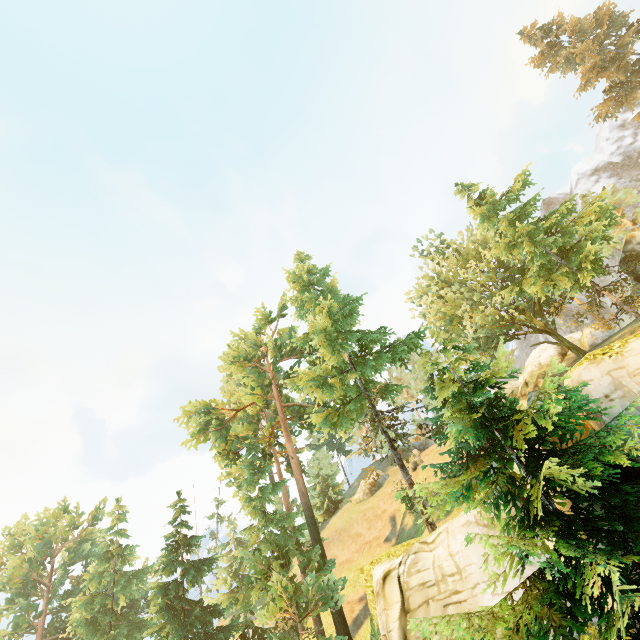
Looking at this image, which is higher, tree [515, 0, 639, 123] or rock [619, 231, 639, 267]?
tree [515, 0, 639, 123]

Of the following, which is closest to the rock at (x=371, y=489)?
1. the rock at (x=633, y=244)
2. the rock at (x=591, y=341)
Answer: the rock at (x=591, y=341)

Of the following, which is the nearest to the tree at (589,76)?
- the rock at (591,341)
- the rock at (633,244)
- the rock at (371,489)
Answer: the rock at (633,244)

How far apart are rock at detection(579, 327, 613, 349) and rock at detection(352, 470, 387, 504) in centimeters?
2701cm

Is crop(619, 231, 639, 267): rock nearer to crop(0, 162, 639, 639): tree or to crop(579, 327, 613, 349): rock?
crop(0, 162, 639, 639): tree

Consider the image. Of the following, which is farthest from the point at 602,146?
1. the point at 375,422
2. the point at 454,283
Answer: the point at 375,422

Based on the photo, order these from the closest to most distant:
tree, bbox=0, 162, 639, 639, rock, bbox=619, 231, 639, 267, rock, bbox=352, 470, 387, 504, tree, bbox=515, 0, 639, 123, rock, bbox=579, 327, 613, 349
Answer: Result: tree, bbox=0, 162, 639, 639, rock, bbox=619, 231, 639, 267, tree, bbox=515, 0, 639, 123, rock, bbox=579, 327, 613, 349, rock, bbox=352, 470, 387, 504

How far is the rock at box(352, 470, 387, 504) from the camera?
38.6 meters
